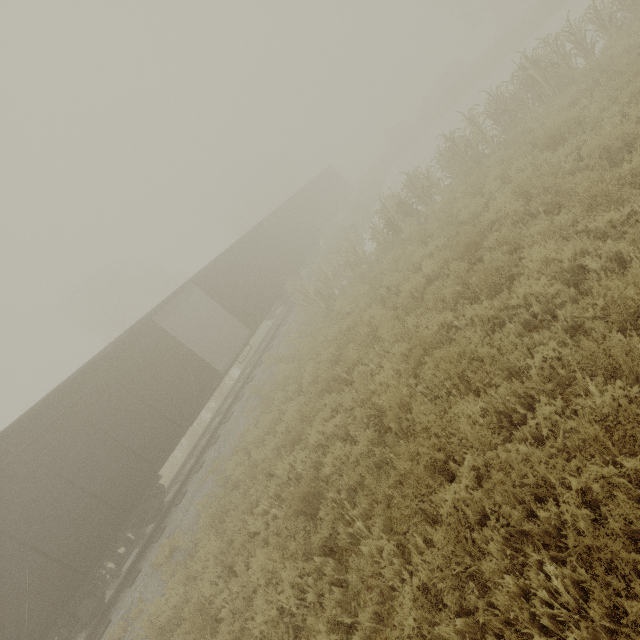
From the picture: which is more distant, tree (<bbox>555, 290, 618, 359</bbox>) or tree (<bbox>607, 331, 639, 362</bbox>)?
tree (<bbox>555, 290, 618, 359</bbox>)

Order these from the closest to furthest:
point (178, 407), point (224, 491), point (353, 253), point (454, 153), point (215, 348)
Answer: point (224, 491) → point (178, 407) → point (454, 153) → point (353, 253) → point (215, 348)

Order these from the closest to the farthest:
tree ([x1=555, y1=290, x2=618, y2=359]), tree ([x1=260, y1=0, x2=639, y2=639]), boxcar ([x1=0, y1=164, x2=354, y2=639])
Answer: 1. tree ([x1=260, y1=0, x2=639, y2=639])
2. tree ([x1=555, y1=290, x2=618, y2=359])
3. boxcar ([x1=0, y1=164, x2=354, y2=639])

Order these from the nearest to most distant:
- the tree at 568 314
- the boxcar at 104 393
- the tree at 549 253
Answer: the tree at 549 253, the tree at 568 314, the boxcar at 104 393

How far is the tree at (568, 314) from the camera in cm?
357

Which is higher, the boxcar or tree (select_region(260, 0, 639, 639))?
the boxcar
